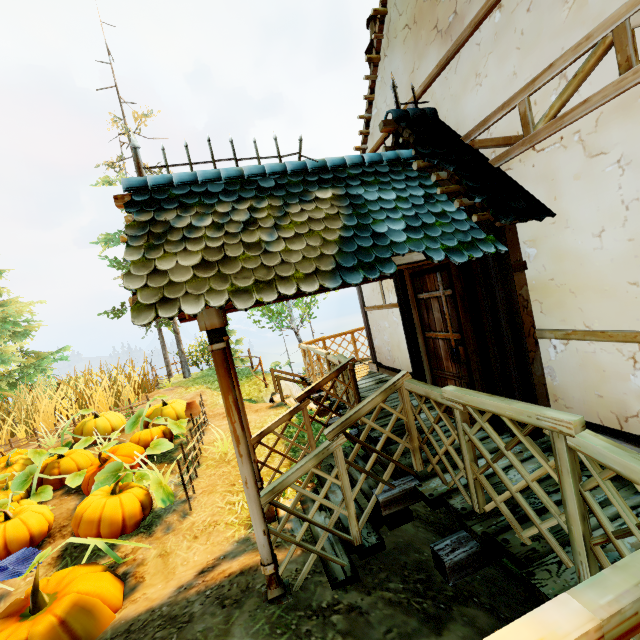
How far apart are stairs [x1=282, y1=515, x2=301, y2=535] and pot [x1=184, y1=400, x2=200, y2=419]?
3.4m

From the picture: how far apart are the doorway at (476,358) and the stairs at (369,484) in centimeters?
113cm

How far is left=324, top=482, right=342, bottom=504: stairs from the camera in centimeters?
405cm

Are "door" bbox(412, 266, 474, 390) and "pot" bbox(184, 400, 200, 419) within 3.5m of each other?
no

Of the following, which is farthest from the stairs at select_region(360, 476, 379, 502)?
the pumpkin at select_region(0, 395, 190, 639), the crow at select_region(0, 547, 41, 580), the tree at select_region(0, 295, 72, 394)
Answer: the tree at select_region(0, 295, 72, 394)

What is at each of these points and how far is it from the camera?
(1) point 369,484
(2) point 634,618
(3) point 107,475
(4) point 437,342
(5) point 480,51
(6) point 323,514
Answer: (1) stairs, 4.0m
(2) fence, 0.9m
(3) pumpkin, 5.8m
(4) door, 4.5m
(5) building, 3.6m
(6) stairs, 4.1m

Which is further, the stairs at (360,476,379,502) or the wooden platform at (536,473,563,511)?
the stairs at (360,476,379,502)
